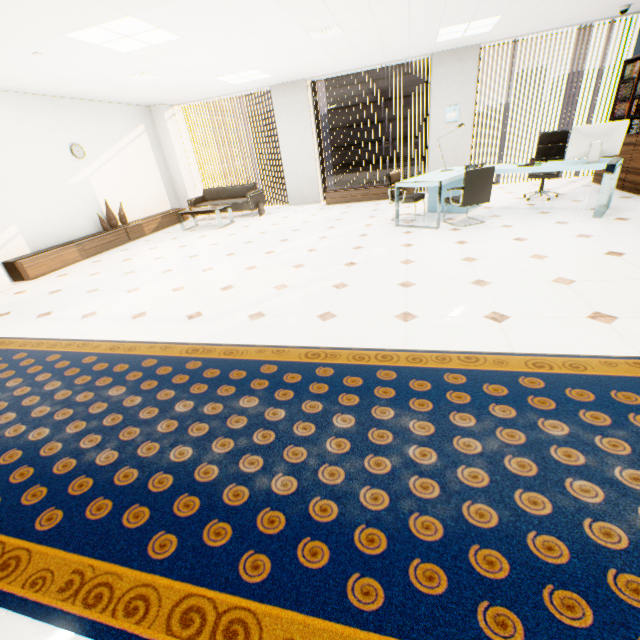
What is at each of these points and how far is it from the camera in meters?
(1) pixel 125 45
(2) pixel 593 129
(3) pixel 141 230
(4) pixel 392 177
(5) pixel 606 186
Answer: (1) light, 4.4 m
(2) monitor, 4.6 m
(3) cupboard, 8.0 m
(4) chair, 6.1 m
(5) desk, 4.6 m

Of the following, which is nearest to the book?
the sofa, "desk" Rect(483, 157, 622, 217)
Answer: "desk" Rect(483, 157, 622, 217)

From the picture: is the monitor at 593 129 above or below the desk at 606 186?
above

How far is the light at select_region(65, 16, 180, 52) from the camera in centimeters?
377cm

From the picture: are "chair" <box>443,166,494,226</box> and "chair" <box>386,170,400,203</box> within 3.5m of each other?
yes

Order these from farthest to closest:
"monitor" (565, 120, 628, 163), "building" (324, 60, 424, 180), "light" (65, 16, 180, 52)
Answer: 1. "building" (324, 60, 424, 180)
2. "monitor" (565, 120, 628, 163)
3. "light" (65, 16, 180, 52)

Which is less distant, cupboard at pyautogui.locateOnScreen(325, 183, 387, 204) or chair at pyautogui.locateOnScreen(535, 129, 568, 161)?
chair at pyautogui.locateOnScreen(535, 129, 568, 161)

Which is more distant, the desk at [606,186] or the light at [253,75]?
the light at [253,75]
